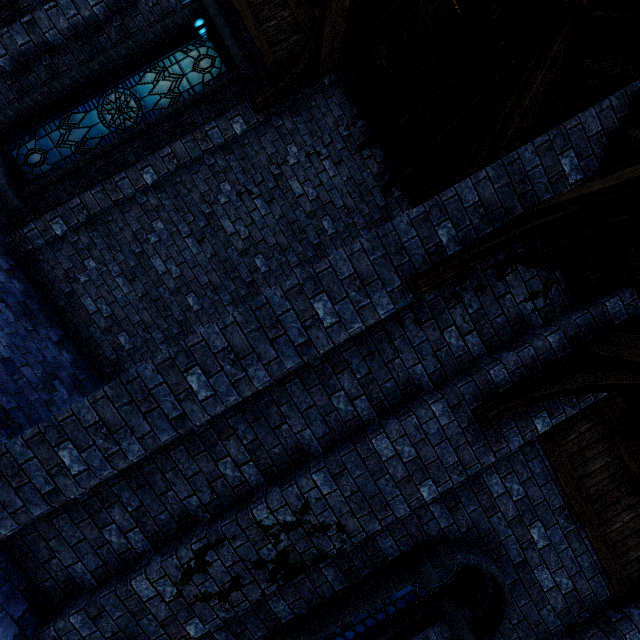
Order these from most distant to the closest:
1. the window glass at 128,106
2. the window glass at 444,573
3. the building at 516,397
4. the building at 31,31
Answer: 1. the window glass at 128,106
2. the building at 31,31
3. the window glass at 444,573
4. the building at 516,397

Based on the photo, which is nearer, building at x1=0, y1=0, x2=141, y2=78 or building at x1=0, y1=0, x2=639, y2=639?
building at x1=0, y1=0, x2=639, y2=639

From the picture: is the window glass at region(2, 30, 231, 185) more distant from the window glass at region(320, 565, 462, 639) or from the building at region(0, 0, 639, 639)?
the window glass at region(320, 565, 462, 639)

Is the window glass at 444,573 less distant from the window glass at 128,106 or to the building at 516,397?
the building at 516,397

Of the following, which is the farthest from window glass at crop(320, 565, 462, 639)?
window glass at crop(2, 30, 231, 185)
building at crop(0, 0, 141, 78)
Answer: window glass at crop(2, 30, 231, 185)

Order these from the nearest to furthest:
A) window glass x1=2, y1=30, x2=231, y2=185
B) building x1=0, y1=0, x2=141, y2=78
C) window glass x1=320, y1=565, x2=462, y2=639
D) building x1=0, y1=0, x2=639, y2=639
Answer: building x1=0, y1=0, x2=639, y2=639 → window glass x1=320, y1=565, x2=462, y2=639 → building x1=0, y1=0, x2=141, y2=78 → window glass x1=2, y1=30, x2=231, y2=185

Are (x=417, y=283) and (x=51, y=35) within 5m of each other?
no
